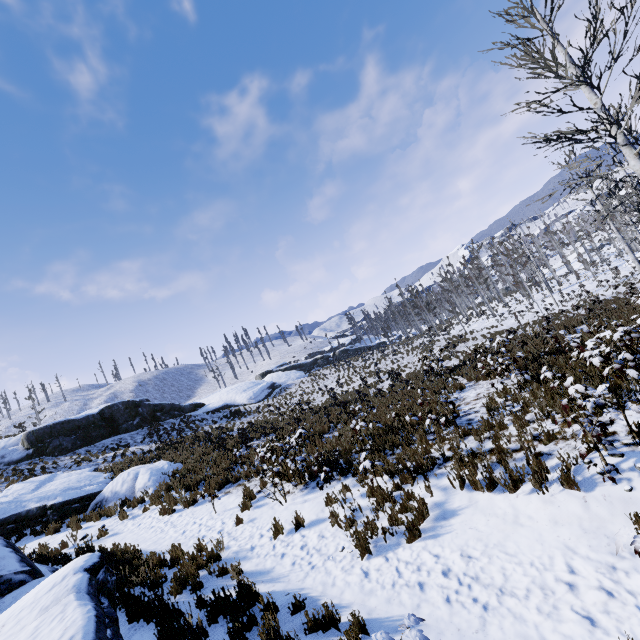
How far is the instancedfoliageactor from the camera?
29.4m

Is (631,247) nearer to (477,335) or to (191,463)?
(477,335)

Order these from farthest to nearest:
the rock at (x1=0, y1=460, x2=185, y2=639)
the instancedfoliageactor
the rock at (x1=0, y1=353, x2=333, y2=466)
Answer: the instancedfoliageactor, the rock at (x1=0, y1=353, x2=333, y2=466), the rock at (x1=0, y1=460, x2=185, y2=639)

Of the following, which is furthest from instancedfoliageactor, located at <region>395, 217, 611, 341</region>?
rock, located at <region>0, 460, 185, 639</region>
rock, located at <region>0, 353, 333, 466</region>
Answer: rock, located at <region>0, 353, 333, 466</region>

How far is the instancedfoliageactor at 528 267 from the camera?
29.44m

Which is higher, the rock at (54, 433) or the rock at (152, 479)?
the rock at (54, 433)

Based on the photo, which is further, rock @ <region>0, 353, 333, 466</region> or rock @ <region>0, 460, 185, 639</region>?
rock @ <region>0, 353, 333, 466</region>
